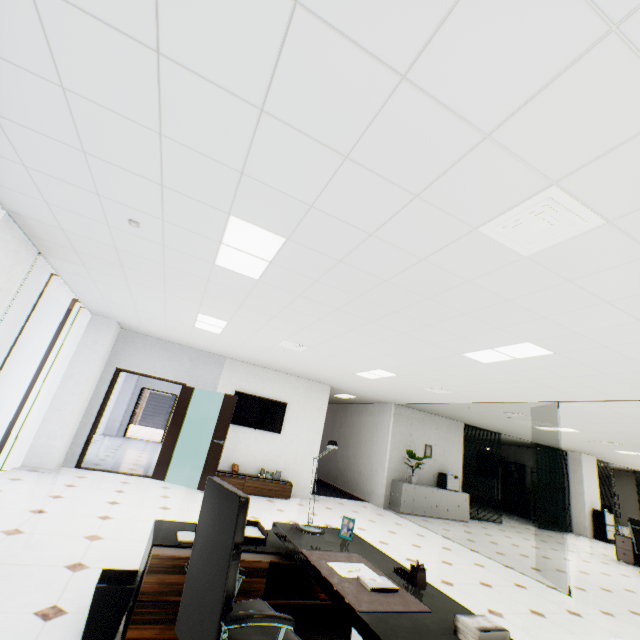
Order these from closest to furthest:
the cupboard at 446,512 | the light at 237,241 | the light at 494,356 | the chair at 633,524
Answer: the light at 237,241
the light at 494,356
the chair at 633,524
the cupboard at 446,512

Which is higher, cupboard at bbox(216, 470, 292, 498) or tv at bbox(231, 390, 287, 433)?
tv at bbox(231, 390, 287, 433)

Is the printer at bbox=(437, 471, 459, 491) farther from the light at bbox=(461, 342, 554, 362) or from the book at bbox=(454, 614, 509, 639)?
the book at bbox=(454, 614, 509, 639)

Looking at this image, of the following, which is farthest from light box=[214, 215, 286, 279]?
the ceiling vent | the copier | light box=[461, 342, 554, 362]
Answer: the copier

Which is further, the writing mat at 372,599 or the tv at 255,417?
the tv at 255,417

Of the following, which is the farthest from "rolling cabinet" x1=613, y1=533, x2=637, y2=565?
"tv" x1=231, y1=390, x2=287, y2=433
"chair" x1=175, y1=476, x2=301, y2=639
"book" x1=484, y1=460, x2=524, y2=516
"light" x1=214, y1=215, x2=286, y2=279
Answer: "light" x1=214, y1=215, x2=286, y2=279

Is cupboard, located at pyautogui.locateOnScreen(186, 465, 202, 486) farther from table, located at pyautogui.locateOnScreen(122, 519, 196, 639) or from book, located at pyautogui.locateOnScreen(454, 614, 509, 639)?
→ book, located at pyautogui.locateOnScreen(454, 614, 509, 639)

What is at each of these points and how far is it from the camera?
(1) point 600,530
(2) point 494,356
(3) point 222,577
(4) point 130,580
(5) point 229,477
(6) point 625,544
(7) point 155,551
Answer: (1) copier, 11.9m
(2) light, 4.4m
(3) chair, 1.5m
(4) trash can, 2.4m
(5) cupboard, 7.3m
(6) rolling cabinet, 8.6m
(7) table, 2.3m
